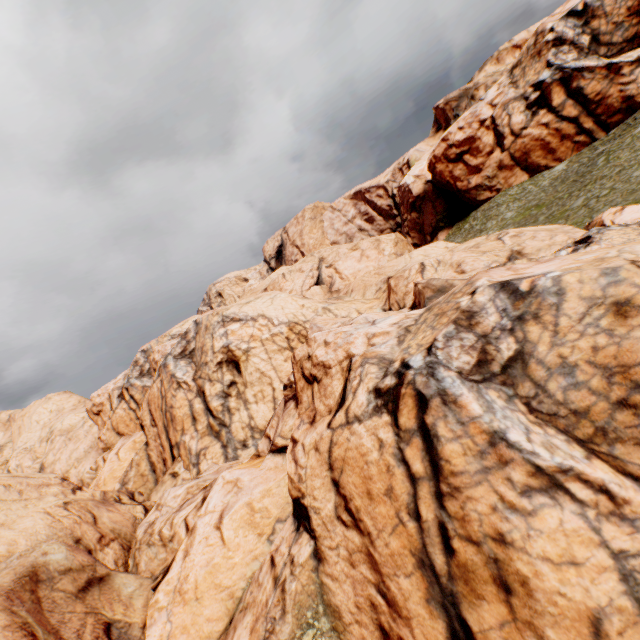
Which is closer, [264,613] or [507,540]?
[507,540]
